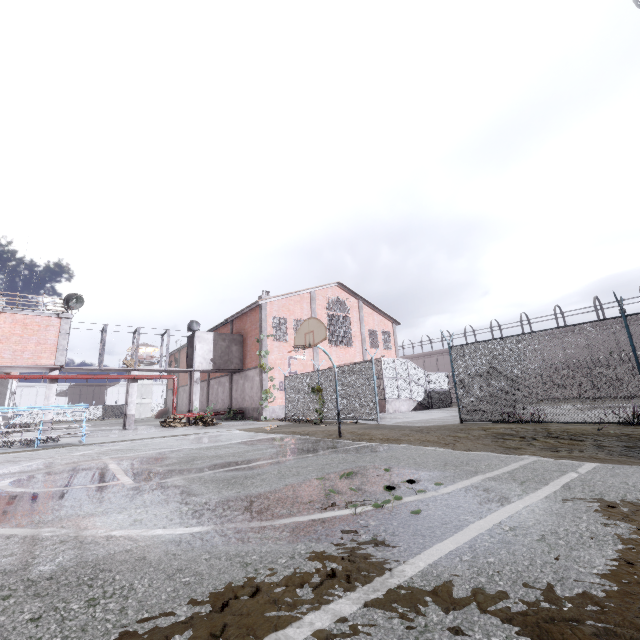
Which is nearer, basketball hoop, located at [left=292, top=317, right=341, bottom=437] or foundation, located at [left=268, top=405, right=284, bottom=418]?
basketball hoop, located at [left=292, top=317, right=341, bottom=437]

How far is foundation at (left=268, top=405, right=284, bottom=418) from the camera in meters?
23.9

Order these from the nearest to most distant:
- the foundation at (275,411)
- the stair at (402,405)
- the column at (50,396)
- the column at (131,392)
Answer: the column at (50,396) < the column at (131,392) < the stair at (402,405) < the foundation at (275,411)

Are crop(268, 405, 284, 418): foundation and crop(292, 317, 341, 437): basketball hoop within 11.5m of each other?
no

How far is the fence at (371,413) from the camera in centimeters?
1500cm

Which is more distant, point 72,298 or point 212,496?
point 72,298

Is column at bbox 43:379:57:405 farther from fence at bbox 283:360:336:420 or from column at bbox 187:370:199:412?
column at bbox 187:370:199:412

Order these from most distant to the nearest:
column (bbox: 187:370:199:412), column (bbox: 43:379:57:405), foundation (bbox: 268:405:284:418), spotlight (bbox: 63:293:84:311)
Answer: column (bbox: 187:370:199:412), foundation (bbox: 268:405:284:418), spotlight (bbox: 63:293:84:311), column (bbox: 43:379:57:405)
